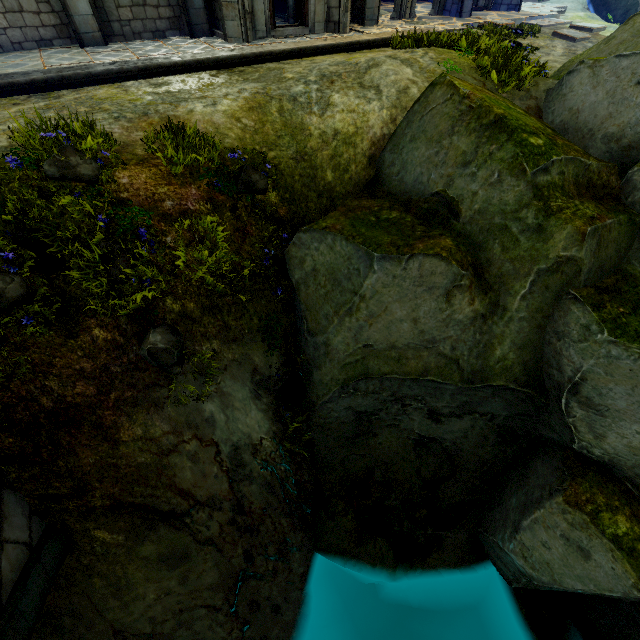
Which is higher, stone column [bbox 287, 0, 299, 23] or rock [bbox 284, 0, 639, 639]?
stone column [bbox 287, 0, 299, 23]

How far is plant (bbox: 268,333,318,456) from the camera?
6.5m

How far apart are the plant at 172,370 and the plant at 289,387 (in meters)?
1.61

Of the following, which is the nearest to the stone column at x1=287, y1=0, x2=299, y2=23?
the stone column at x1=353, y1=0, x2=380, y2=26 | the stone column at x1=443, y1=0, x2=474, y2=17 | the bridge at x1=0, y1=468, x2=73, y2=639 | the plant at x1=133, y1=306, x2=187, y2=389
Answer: the stone column at x1=353, y1=0, x2=380, y2=26

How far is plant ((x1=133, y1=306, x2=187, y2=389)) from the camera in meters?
4.6 m

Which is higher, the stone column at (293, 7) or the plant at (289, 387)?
the stone column at (293, 7)

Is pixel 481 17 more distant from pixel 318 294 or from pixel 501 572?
pixel 501 572

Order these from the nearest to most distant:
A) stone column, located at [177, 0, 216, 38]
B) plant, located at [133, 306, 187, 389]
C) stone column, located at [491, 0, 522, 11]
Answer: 1. plant, located at [133, 306, 187, 389]
2. stone column, located at [177, 0, 216, 38]
3. stone column, located at [491, 0, 522, 11]
